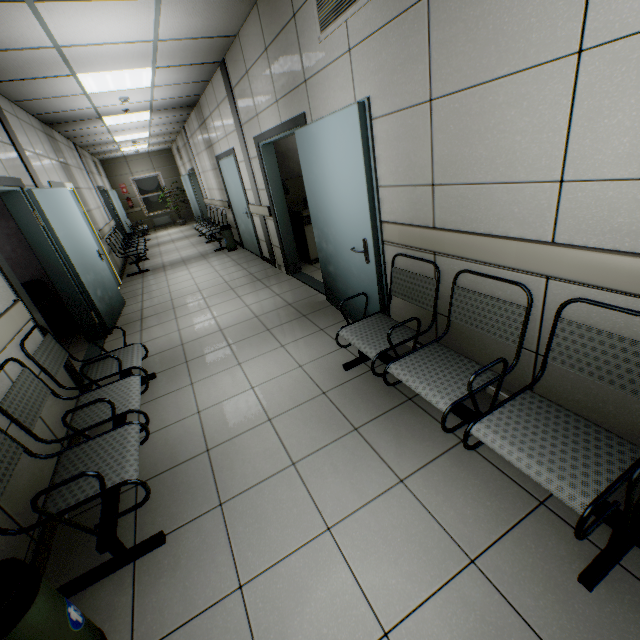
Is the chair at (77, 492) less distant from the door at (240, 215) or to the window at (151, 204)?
the door at (240, 215)

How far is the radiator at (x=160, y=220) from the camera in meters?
15.4 m

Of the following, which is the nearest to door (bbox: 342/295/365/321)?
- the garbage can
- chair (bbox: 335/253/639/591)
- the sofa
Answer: chair (bbox: 335/253/639/591)

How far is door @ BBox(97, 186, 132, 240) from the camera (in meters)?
11.13

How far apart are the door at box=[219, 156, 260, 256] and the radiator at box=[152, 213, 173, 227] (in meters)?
9.60

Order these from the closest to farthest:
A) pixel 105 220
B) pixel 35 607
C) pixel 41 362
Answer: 1. pixel 35 607
2. pixel 41 362
3. pixel 105 220

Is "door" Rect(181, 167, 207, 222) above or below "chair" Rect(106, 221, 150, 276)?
above

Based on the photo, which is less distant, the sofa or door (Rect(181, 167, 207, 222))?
the sofa
